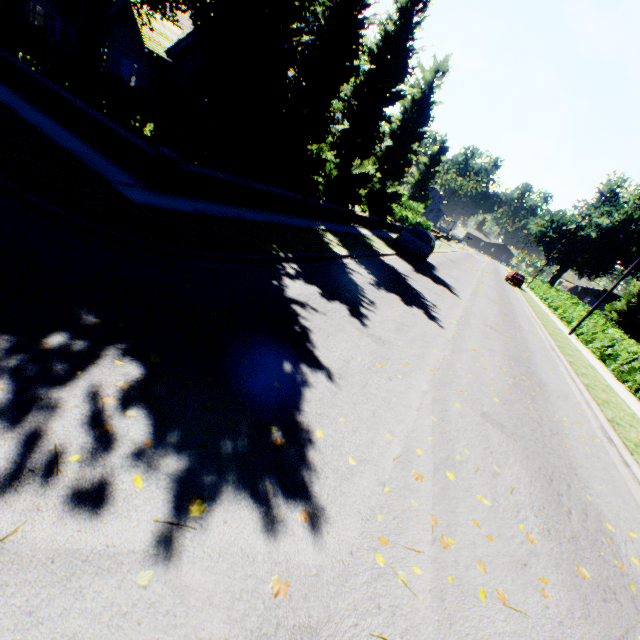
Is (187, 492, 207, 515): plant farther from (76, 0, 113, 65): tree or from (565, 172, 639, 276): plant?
(565, 172, 639, 276): plant

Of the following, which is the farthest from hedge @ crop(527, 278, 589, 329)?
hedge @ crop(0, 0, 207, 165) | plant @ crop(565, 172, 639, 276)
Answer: hedge @ crop(0, 0, 207, 165)

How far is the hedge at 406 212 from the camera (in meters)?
28.46

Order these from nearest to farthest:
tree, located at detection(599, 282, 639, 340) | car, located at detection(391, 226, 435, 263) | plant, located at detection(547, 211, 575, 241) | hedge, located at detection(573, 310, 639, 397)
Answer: hedge, located at detection(573, 310, 639, 397)
car, located at detection(391, 226, 435, 263)
tree, located at detection(599, 282, 639, 340)
plant, located at detection(547, 211, 575, 241)

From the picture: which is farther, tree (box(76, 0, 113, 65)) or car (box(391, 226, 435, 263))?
car (box(391, 226, 435, 263))

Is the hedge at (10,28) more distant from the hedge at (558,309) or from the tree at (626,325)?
the hedge at (558,309)

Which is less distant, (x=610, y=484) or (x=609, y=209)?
(x=610, y=484)

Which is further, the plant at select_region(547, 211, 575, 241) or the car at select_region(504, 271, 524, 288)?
the plant at select_region(547, 211, 575, 241)
